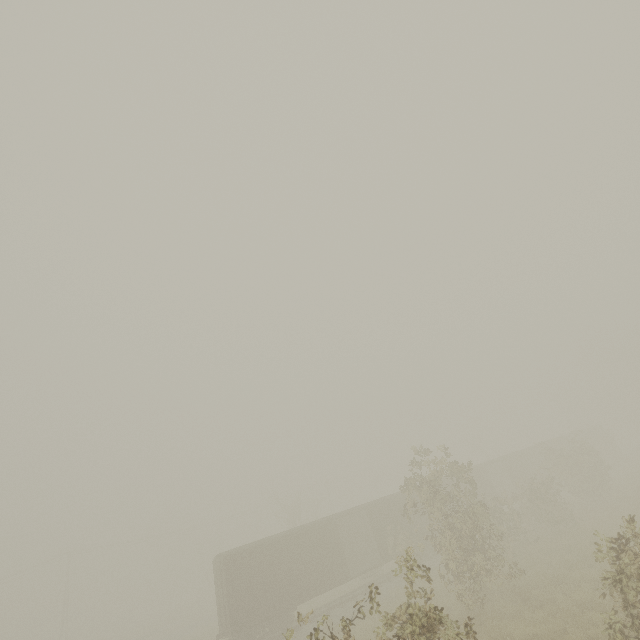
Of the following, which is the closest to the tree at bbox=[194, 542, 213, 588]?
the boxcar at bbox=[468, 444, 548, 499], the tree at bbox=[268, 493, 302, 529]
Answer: the tree at bbox=[268, 493, 302, 529]

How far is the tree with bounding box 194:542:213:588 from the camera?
48.3 meters

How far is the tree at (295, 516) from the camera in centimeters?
3734cm

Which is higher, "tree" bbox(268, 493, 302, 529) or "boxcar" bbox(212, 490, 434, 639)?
"tree" bbox(268, 493, 302, 529)

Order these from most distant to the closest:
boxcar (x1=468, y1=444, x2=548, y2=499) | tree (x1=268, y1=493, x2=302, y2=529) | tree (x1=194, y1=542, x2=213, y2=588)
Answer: tree (x1=194, y1=542, x2=213, y2=588) < tree (x1=268, y1=493, x2=302, y2=529) < boxcar (x1=468, y1=444, x2=548, y2=499)

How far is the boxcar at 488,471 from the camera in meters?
30.8 m

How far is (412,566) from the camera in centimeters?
623cm

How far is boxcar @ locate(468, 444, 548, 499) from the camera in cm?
3080
